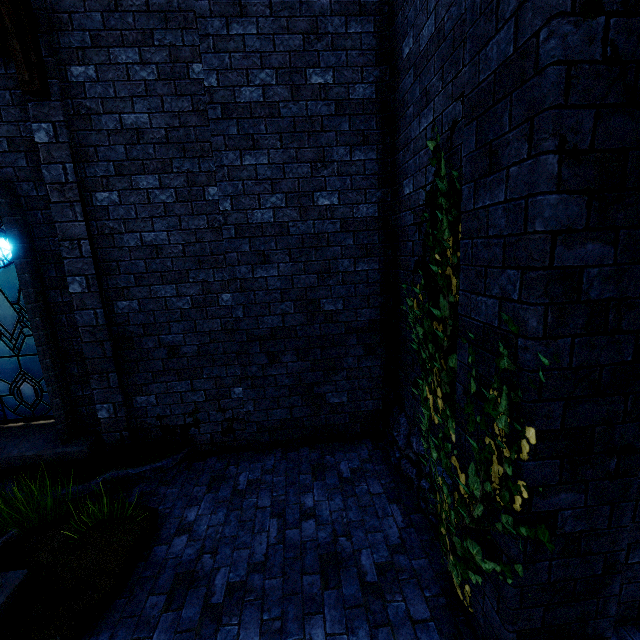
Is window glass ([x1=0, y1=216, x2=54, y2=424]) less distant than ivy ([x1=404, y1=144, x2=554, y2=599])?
No

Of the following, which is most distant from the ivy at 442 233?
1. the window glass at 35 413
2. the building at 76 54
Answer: the window glass at 35 413

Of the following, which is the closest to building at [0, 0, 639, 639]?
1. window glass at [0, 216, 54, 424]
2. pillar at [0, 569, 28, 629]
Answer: pillar at [0, 569, 28, 629]

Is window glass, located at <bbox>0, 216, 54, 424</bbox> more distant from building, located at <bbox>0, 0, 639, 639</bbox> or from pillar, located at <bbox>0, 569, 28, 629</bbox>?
pillar, located at <bbox>0, 569, 28, 629</bbox>

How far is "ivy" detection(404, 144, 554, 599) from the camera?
1.85m

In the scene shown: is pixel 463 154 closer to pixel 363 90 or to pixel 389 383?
pixel 363 90

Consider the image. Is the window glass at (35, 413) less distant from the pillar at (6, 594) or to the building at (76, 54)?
the building at (76, 54)

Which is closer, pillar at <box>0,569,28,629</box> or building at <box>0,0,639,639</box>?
building at <box>0,0,639,639</box>
